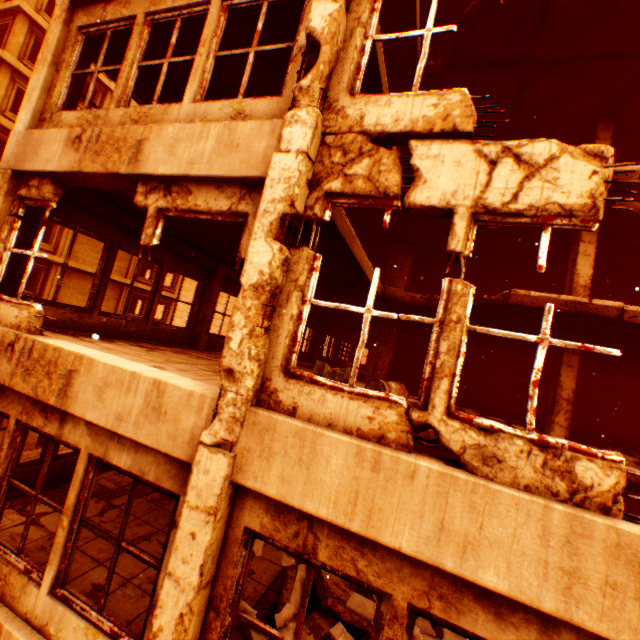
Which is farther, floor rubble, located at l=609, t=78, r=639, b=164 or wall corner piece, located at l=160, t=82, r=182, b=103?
floor rubble, located at l=609, t=78, r=639, b=164

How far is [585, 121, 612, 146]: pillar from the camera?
8.83m

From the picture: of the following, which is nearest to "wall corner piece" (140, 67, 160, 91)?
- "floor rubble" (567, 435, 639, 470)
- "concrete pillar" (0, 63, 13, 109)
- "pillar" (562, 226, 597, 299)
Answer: "concrete pillar" (0, 63, 13, 109)

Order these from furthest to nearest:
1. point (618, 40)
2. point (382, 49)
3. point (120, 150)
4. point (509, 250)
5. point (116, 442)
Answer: point (509, 250), point (618, 40), point (382, 49), point (120, 150), point (116, 442)

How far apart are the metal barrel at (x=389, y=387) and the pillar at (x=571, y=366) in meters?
4.3 m

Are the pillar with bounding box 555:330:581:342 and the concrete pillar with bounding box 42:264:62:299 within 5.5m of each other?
no

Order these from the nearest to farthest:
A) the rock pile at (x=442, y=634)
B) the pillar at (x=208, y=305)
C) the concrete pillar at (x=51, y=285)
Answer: the rock pile at (x=442, y=634)
the pillar at (x=208, y=305)
the concrete pillar at (x=51, y=285)

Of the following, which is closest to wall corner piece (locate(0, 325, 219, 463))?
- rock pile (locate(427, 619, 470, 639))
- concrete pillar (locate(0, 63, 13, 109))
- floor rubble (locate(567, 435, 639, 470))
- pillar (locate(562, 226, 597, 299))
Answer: concrete pillar (locate(0, 63, 13, 109))
